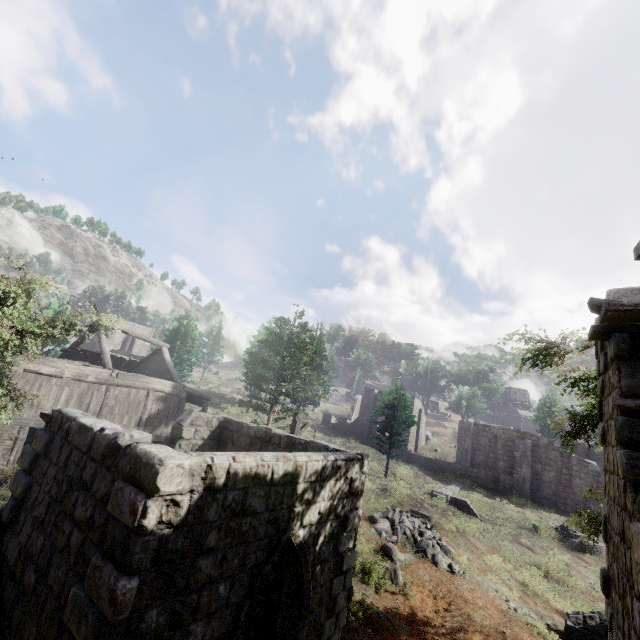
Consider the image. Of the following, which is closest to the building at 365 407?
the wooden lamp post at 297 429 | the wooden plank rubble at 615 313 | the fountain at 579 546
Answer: the wooden lamp post at 297 429

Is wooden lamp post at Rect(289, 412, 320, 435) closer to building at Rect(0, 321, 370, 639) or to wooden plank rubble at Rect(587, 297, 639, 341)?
building at Rect(0, 321, 370, 639)

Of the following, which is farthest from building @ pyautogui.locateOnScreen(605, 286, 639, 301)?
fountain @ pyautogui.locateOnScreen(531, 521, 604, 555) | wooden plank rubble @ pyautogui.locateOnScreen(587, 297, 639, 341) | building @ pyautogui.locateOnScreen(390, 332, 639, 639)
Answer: fountain @ pyautogui.locateOnScreen(531, 521, 604, 555)

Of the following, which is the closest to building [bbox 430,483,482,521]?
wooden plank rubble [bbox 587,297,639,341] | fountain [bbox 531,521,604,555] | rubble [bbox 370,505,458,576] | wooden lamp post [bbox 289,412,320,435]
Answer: wooden lamp post [bbox 289,412,320,435]

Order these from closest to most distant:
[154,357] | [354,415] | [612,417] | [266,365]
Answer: [612,417] < [266,365] < [154,357] < [354,415]

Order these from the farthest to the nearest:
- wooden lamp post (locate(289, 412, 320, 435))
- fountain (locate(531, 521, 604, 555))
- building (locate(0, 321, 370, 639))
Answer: fountain (locate(531, 521, 604, 555)), wooden lamp post (locate(289, 412, 320, 435)), building (locate(0, 321, 370, 639))

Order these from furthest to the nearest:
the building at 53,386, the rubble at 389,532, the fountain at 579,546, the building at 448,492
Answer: the building at 448,492
the fountain at 579,546
the rubble at 389,532
the building at 53,386

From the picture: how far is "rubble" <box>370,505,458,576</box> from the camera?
14.1 meters
